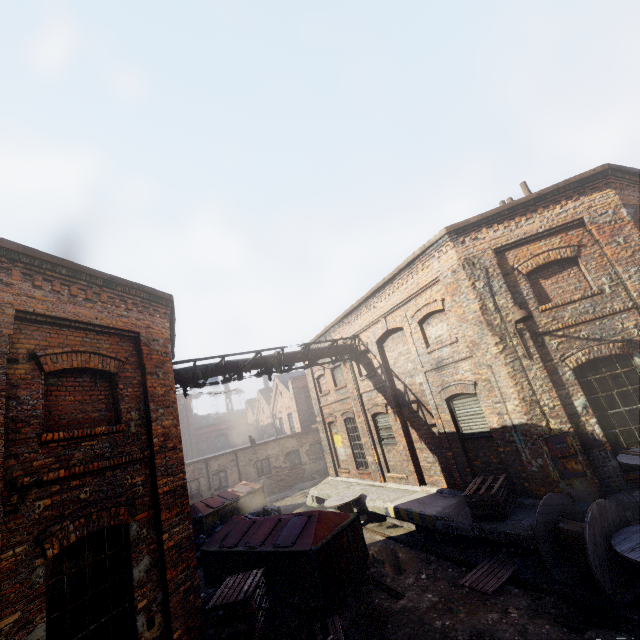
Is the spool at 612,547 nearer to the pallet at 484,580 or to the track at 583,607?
the track at 583,607

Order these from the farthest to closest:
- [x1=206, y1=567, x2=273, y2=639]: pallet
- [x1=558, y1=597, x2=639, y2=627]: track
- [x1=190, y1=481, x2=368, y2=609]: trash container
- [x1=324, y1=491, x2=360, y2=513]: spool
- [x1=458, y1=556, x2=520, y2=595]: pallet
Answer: [x1=324, y1=491, x2=360, y2=513]: spool < [x1=190, y1=481, x2=368, y2=609]: trash container < [x1=458, y1=556, x2=520, y2=595]: pallet < [x1=206, y1=567, x2=273, y2=639]: pallet < [x1=558, y1=597, x2=639, y2=627]: track

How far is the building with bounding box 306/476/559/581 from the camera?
7.1m

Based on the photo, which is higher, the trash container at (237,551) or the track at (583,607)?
the trash container at (237,551)

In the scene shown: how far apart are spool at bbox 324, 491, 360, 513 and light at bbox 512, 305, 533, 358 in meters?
8.4 m

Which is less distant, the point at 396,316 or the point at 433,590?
the point at 433,590

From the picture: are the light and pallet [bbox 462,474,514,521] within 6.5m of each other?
yes

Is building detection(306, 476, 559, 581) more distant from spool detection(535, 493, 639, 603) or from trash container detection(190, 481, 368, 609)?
trash container detection(190, 481, 368, 609)
